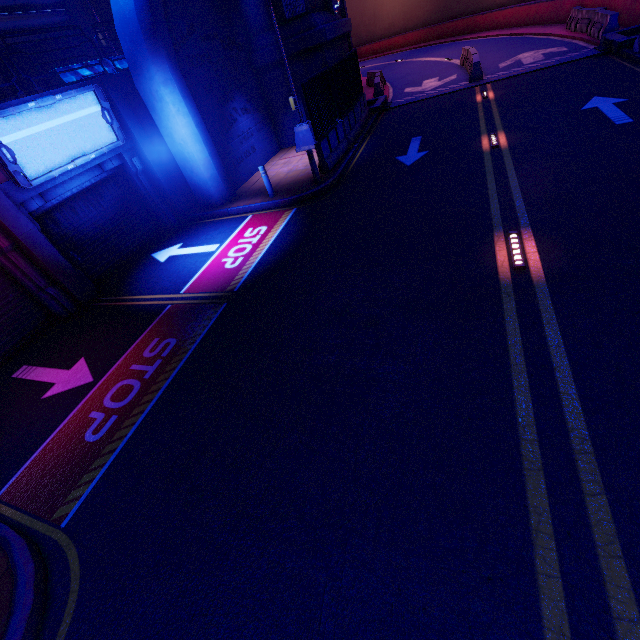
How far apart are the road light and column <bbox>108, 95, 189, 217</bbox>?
11.52m

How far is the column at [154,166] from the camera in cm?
1059

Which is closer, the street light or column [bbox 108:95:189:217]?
column [bbox 108:95:189:217]

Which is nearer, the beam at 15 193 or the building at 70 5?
the beam at 15 193

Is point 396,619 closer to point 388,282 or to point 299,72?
point 388,282

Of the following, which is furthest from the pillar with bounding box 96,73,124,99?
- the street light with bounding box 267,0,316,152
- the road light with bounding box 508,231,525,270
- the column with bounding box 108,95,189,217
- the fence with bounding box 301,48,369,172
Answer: the road light with bounding box 508,231,525,270

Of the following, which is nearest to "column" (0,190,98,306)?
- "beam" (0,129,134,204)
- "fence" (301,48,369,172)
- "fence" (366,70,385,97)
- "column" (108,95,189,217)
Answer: "beam" (0,129,134,204)

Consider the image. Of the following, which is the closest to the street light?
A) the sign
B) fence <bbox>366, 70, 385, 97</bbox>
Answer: the sign
